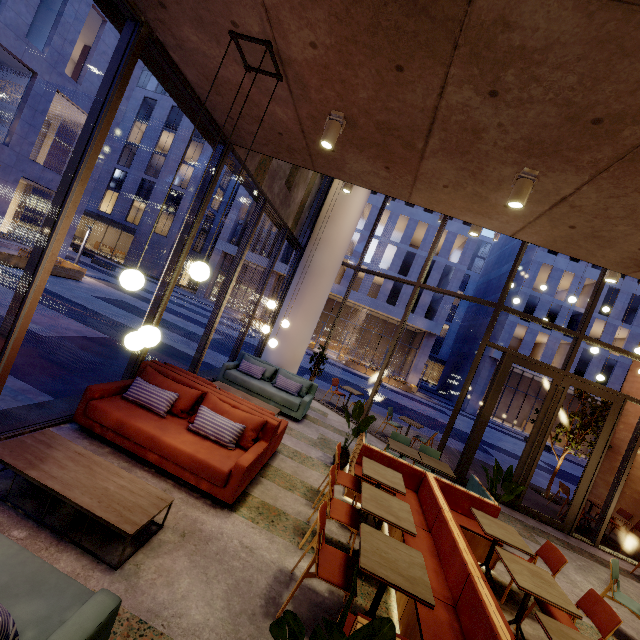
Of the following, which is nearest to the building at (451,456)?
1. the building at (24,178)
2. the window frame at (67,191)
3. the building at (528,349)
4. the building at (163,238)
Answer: the window frame at (67,191)

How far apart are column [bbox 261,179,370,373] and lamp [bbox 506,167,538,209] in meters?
6.4

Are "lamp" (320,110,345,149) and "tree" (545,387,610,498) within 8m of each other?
no

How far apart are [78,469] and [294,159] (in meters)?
4.65

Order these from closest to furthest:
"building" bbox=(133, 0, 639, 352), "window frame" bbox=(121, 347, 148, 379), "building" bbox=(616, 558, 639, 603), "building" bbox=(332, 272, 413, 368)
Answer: "building" bbox=(133, 0, 639, 352)
"window frame" bbox=(121, 347, 148, 379)
"building" bbox=(616, 558, 639, 603)
"building" bbox=(332, 272, 413, 368)

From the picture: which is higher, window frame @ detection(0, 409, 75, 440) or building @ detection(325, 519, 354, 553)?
window frame @ detection(0, 409, 75, 440)

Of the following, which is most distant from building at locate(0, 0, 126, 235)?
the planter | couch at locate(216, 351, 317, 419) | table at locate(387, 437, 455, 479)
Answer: table at locate(387, 437, 455, 479)

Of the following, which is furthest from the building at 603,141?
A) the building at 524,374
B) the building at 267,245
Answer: the building at 524,374
